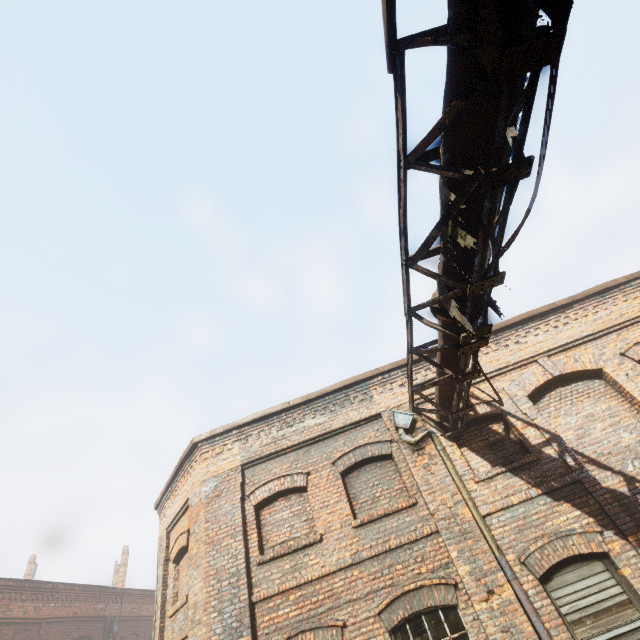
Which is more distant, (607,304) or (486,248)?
(607,304)
